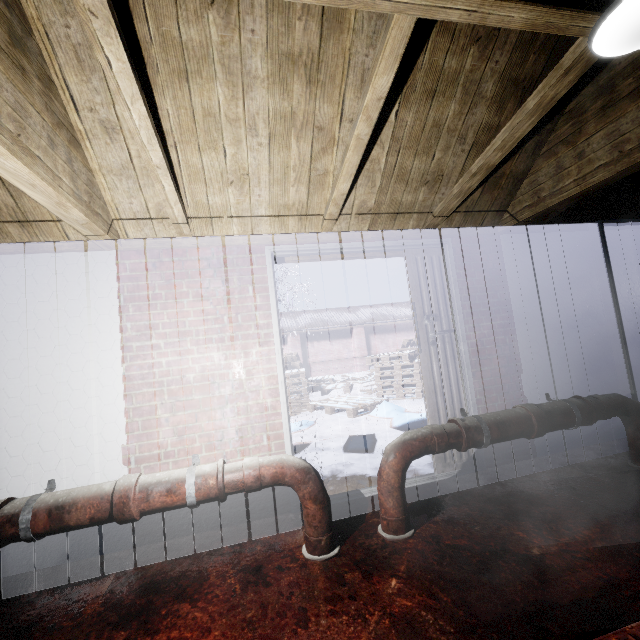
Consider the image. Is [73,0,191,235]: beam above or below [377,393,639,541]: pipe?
above

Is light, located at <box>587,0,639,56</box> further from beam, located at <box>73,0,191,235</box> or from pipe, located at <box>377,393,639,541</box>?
pipe, located at <box>377,393,639,541</box>

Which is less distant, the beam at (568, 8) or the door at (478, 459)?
the beam at (568, 8)

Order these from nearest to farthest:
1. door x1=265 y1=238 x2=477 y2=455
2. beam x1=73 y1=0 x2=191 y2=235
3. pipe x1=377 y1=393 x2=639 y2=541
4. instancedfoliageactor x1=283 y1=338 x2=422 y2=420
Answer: beam x1=73 y1=0 x2=191 y2=235 < pipe x1=377 y1=393 x2=639 y2=541 < door x1=265 y1=238 x2=477 y2=455 < instancedfoliageactor x1=283 y1=338 x2=422 y2=420

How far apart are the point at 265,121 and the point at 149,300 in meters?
→ 1.4

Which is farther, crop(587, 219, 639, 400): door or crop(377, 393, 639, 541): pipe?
crop(587, 219, 639, 400): door

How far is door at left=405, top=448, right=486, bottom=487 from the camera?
2.57m

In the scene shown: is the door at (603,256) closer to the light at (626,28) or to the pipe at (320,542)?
the light at (626,28)
